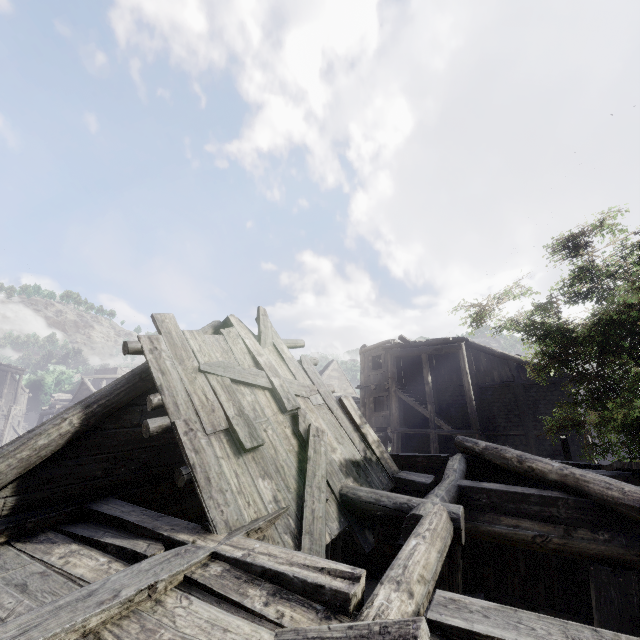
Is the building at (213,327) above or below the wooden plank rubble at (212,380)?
above

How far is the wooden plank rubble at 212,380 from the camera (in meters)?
4.17

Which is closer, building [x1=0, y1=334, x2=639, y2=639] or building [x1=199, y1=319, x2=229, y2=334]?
building [x1=0, y1=334, x2=639, y2=639]

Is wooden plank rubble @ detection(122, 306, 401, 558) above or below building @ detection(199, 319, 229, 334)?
below

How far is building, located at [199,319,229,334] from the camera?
6.7 meters

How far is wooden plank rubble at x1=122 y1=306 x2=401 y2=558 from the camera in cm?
417

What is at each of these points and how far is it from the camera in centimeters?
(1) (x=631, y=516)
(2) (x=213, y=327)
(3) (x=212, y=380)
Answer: (1) building, 437cm
(2) building, 683cm
(3) wooden plank rubble, 528cm

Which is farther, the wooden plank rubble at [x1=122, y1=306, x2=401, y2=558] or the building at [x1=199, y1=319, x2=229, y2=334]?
the building at [x1=199, y1=319, x2=229, y2=334]
